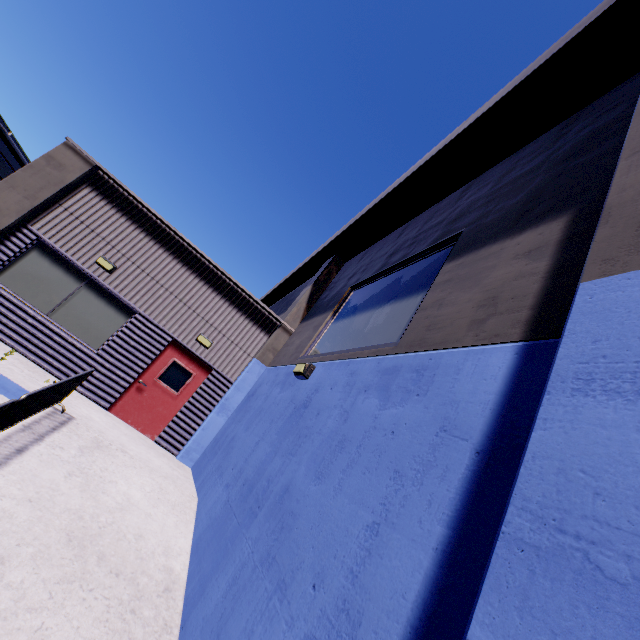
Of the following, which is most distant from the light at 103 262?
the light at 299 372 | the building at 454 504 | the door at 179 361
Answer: the light at 299 372

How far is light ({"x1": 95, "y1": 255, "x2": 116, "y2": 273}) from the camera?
8.9m

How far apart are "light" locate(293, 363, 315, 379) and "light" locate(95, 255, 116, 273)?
6.5 meters

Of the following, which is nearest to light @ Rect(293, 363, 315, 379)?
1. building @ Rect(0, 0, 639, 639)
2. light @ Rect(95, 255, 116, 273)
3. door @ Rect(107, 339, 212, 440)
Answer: building @ Rect(0, 0, 639, 639)

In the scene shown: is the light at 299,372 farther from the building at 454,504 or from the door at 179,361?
the door at 179,361

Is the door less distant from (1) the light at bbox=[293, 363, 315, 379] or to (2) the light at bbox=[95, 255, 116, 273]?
(2) the light at bbox=[95, 255, 116, 273]

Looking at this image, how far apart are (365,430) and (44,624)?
3.6 meters

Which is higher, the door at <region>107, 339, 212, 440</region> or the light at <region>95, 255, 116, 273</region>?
the light at <region>95, 255, 116, 273</region>
